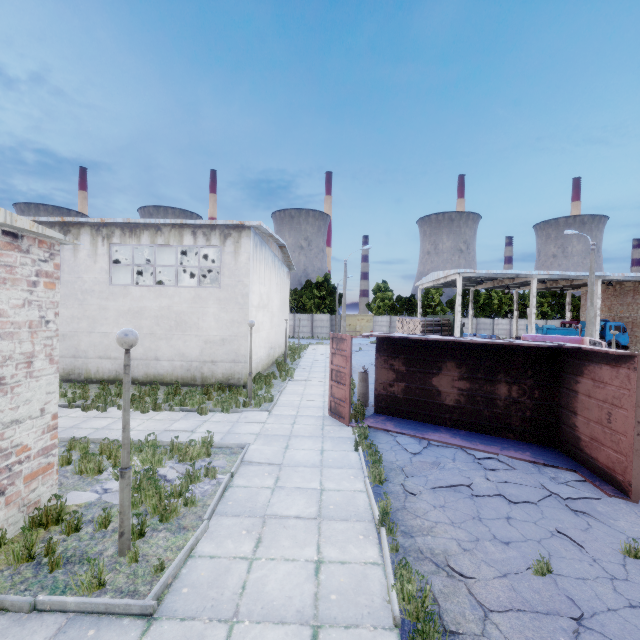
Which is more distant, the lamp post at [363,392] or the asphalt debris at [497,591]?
the lamp post at [363,392]

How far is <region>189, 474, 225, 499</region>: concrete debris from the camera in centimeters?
656cm

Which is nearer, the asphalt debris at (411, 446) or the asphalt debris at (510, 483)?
the asphalt debris at (510, 483)

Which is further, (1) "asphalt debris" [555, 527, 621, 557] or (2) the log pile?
(2) the log pile

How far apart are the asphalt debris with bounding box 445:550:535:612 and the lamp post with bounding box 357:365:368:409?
7.7 meters

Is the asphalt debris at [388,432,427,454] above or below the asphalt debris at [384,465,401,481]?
above

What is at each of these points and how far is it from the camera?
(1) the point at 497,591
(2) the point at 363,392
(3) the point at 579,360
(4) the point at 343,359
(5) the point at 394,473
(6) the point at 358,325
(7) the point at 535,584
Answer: (1) asphalt debris, 4.4m
(2) lamp post, 13.0m
(3) truck dump body, 8.2m
(4) truck dump back, 10.9m
(5) asphalt debris, 7.6m
(6) door, 57.1m
(7) asphalt debris, 4.5m

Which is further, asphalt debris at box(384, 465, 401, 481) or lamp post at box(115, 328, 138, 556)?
asphalt debris at box(384, 465, 401, 481)
